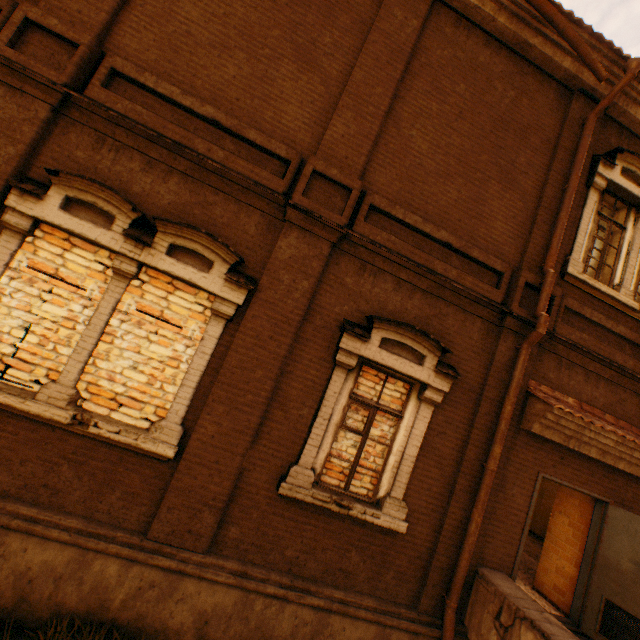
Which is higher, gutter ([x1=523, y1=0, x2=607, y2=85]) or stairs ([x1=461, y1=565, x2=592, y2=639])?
gutter ([x1=523, y1=0, x2=607, y2=85])

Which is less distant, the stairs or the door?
the stairs

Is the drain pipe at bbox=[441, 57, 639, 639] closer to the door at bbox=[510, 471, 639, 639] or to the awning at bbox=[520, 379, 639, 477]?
the awning at bbox=[520, 379, 639, 477]

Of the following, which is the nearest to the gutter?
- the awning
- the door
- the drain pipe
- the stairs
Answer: the drain pipe

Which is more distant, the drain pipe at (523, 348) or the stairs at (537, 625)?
the drain pipe at (523, 348)

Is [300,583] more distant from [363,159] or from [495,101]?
[495,101]

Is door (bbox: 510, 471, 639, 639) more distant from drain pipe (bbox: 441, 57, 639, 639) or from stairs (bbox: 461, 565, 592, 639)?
drain pipe (bbox: 441, 57, 639, 639)

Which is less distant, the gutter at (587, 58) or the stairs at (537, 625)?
the stairs at (537, 625)
